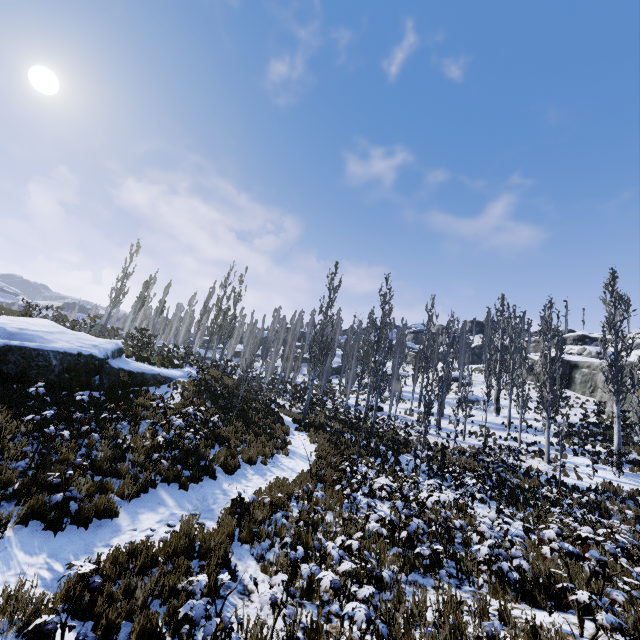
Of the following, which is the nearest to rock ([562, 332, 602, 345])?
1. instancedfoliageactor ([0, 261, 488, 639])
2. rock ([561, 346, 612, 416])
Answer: rock ([561, 346, 612, 416])

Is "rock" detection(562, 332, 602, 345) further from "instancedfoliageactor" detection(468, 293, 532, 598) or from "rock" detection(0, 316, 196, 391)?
"rock" detection(0, 316, 196, 391)

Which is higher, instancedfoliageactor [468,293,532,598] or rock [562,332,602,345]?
rock [562,332,602,345]

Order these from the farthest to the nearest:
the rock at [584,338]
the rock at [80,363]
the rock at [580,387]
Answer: the rock at [584,338] → the rock at [580,387] → the rock at [80,363]

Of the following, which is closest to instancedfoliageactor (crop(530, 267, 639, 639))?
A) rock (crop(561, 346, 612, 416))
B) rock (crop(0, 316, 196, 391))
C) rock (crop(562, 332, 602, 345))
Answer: rock (crop(561, 346, 612, 416))

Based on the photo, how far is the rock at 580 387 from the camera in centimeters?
3353cm

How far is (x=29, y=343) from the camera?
10.6 meters
